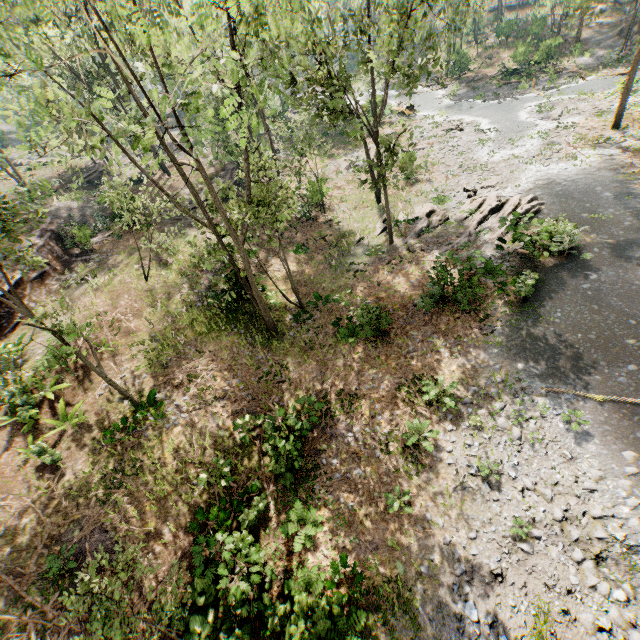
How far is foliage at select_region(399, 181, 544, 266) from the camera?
19.2m

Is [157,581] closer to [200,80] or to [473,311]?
[473,311]

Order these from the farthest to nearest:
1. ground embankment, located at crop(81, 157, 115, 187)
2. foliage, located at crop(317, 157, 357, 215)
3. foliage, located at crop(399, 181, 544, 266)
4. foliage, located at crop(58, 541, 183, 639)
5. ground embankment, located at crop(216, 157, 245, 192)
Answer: ground embankment, located at crop(81, 157, 115, 187)
ground embankment, located at crop(216, 157, 245, 192)
foliage, located at crop(317, 157, 357, 215)
foliage, located at crop(399, 181, 544, 266)
foliage, located at crop(58, 541, 183, 639)

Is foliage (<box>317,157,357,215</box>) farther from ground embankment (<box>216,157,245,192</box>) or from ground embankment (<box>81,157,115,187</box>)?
ground embankment (<box>216,157,245,192</box>)

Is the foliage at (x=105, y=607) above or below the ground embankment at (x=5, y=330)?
above

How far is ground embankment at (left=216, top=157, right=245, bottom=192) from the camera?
29.7m

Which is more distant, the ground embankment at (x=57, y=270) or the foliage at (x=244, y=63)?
the ground embankment at (x=57, y=270)

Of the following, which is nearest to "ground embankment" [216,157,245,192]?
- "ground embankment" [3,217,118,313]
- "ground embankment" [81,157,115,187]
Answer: "ground embankment" [3,217,118,313]
